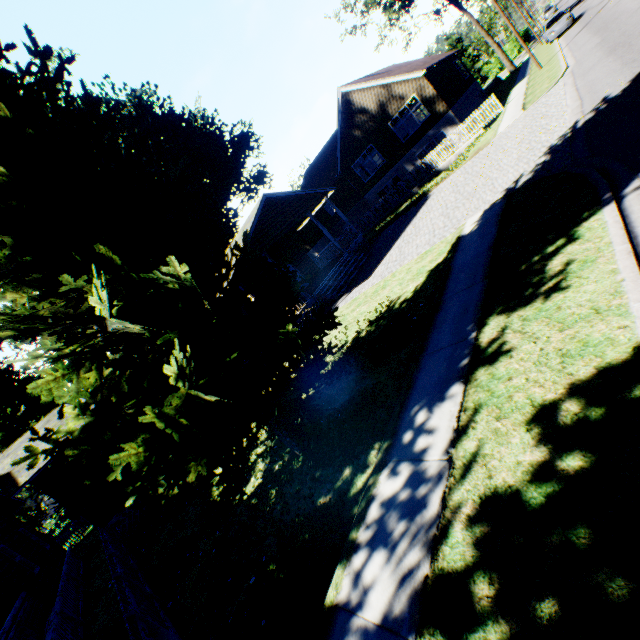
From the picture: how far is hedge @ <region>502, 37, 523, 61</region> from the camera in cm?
4928

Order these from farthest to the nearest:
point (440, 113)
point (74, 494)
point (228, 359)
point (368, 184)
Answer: point (368, 184), point (440, 113), point (74, 494), point (228, 359)

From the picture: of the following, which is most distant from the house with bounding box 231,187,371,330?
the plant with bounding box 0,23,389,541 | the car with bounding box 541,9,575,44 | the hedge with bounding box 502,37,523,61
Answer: the hedge with bounding box 502,37,523,61

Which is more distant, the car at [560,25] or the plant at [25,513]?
the plant at [25,513]

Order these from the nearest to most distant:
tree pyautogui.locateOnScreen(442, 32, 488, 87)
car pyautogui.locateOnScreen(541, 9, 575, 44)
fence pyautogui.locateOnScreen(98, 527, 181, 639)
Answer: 1. fence pyautogui.locateOnScreen(98, 527, 181, 639)
2. car pyautogui.locateOnScreen(541, 9, 575, 44)
3. tree pyautogui.locateOnScreen(442, 32, 488, 87)

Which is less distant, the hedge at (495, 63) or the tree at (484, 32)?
the tree at (484, 32)

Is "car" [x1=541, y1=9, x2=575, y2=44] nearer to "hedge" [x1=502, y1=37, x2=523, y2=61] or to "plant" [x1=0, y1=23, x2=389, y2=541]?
"hedge" [x1=502, y1=37, x2=523, y2=61]

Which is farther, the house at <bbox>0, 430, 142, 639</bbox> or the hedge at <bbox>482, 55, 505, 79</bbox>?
the hedge at <bbox>482, 55, 505, 79</bbox>
